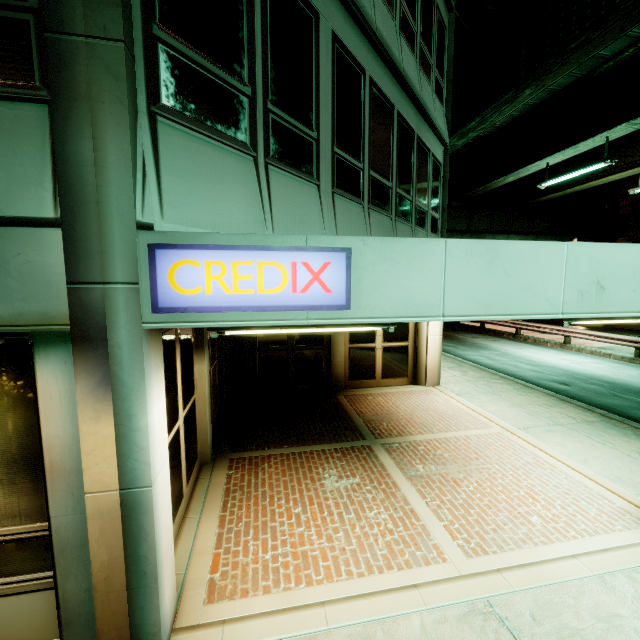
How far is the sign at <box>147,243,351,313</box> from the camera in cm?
246

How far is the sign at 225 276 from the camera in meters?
2.5 m

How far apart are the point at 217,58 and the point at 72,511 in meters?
4.3
